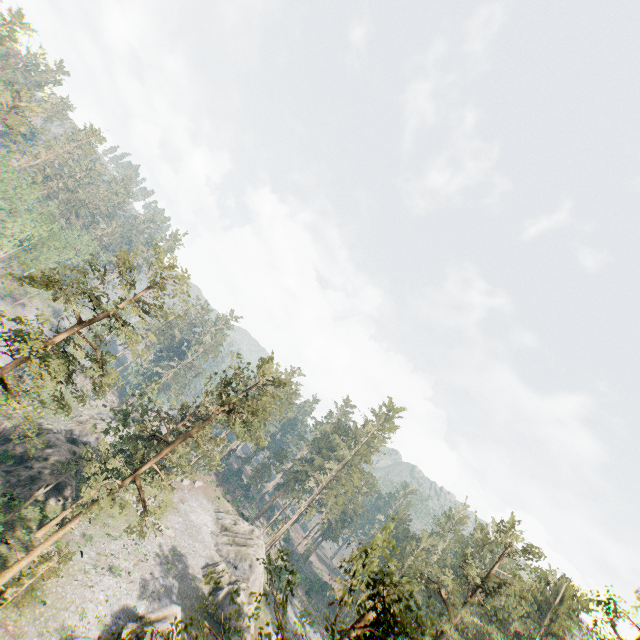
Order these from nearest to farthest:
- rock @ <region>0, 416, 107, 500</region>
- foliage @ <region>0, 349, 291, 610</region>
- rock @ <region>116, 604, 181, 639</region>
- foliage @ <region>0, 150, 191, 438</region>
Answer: foliage @ <region>0, 150, 191, 438</region>, foliage @ <region>0, 349, 291, 610</region>, rock @ <region>116, 604, 181, 639</region>, rock @ <region>0, 416, 107, 500</region>

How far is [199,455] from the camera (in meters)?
59.34

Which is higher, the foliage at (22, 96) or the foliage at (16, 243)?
the foliage at (22, 96)

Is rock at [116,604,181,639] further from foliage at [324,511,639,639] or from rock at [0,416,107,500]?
rock at [0,416,107,500]

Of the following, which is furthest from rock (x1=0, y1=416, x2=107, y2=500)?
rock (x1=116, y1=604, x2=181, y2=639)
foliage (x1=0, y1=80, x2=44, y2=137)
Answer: rock (x1=116, y1=604, x2=181, y2=639)

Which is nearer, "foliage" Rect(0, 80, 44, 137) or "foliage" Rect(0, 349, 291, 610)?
"foliage" Rect(0, 349, 291, 610)

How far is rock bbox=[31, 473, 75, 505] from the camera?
35.6 meters

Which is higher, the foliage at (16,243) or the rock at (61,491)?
the foliage at (16,243)
